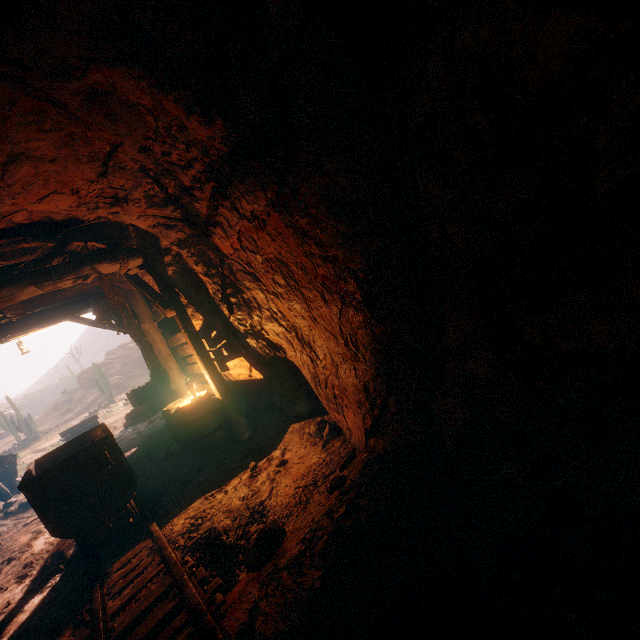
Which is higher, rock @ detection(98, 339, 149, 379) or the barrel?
rock @ detection(98, 339, 149, 379)

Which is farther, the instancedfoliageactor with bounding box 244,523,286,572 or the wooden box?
the wooden box

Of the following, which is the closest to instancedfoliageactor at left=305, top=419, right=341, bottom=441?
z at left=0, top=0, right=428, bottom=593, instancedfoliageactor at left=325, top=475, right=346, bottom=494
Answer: z at left=0, top=0, right=428, bottom=593

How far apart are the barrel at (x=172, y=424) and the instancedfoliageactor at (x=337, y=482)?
3.7m

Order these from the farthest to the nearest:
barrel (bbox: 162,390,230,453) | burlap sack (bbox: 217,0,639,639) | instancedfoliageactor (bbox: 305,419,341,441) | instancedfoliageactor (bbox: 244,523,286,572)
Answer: barrel (bbox: 162,390,230,453) < instancedfoliageactor (bbox: 305,419,341,441) < instancedfoliageactor (bbox: 244,523,286,572) < burlap sack (bbox: 217,0,639,639)

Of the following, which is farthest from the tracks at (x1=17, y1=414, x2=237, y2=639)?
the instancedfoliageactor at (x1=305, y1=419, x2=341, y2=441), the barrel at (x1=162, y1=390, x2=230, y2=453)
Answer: the instancedfoliageactor at (x1=305, y1=419, x2=341, y2=441)

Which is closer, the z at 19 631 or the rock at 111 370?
the z at 19 631

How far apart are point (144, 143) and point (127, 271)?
2.5m
